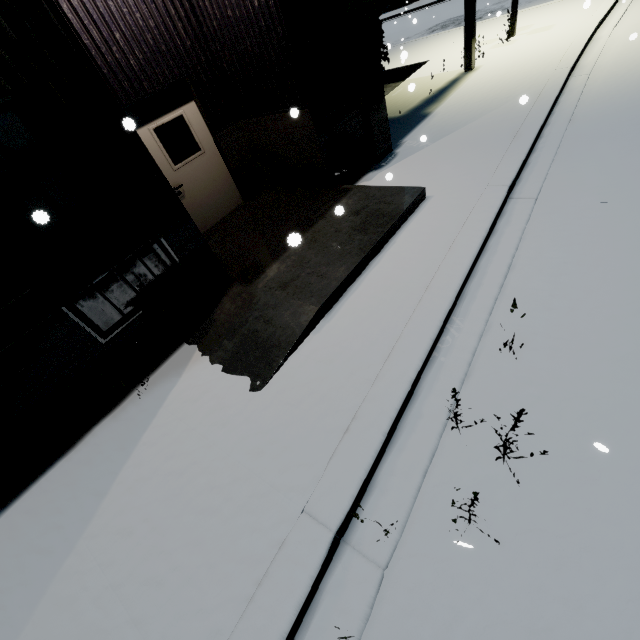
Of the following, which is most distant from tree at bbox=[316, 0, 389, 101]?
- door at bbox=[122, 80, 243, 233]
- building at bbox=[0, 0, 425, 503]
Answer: door at bbox=[122, 80, 243, 233]

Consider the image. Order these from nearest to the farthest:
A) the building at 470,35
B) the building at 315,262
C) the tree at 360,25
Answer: the building at 315,262
the tree at 360,25
the building at 470,35

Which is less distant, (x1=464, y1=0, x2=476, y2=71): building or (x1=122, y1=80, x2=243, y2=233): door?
(x1=122, y1=80, x2=243, y2=233): door

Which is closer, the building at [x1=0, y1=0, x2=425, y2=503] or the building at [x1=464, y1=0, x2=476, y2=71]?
the building at [x1=0, y1=0, x2=425, y2=503]

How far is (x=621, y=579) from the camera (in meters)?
2.13

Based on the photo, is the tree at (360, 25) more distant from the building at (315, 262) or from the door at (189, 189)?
the door at (189, 189)

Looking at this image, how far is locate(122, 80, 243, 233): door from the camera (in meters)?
5.80
